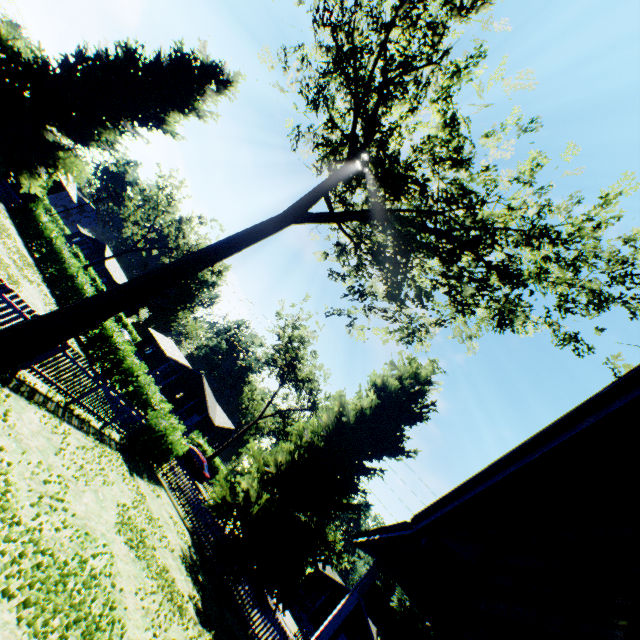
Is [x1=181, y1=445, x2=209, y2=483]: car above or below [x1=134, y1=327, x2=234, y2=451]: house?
below

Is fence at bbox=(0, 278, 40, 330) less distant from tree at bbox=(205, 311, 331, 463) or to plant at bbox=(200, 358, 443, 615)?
plant at bbox=(200, 358, 443, 615)

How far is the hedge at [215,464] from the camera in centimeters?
4056cm

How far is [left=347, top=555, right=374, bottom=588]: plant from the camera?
52.5m

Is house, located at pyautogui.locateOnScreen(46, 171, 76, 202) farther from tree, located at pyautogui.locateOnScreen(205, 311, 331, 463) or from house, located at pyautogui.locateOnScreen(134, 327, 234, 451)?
tree, located at pyautogui.locateOnScreen(205, 311, 331, 463)

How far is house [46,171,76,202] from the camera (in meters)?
26.75

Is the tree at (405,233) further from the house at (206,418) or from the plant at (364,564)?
the house at (206,418)

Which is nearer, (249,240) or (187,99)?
(249,240)
